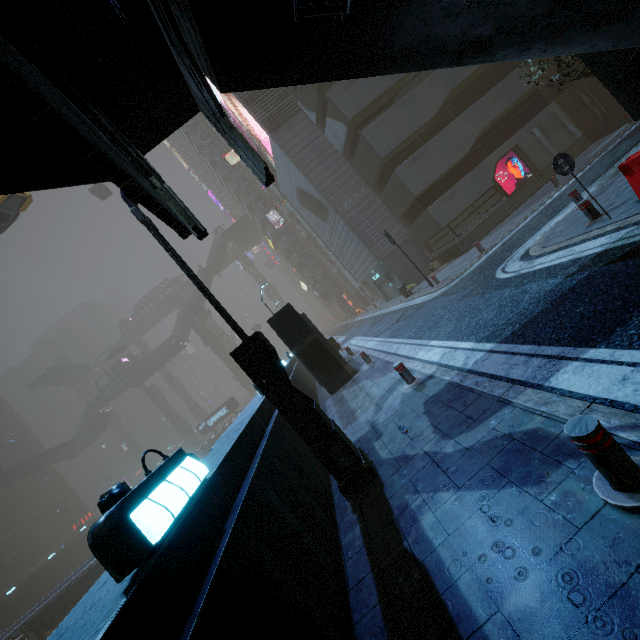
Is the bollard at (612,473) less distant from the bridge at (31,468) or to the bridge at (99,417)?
the bridge at (31,468)

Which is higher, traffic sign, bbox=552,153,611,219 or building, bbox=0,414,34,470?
building, bbox=0,414,34,470

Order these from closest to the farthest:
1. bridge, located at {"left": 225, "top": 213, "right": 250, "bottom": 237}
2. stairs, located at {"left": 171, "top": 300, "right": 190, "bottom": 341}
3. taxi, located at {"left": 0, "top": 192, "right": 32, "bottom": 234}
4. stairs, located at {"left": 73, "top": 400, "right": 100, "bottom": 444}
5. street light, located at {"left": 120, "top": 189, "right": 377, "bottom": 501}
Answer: street light, located at {"left": 120, "top": 189, "right": 377, "bottom": 501}, taxi, located at {"left": 0, "top": 192, "right": 32, "bottom": 234}, stairs, located at {"left": 73, "top": 400, "right": 100, "bottom": 444}, stairs, located at {"left": 171, "top": 300, "right": 190, "bottom": 341}, bridge, located at {"left": 225, "top": 213, "right": 250, "bottom": 237}

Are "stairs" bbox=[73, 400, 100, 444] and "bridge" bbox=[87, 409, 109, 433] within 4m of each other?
yes

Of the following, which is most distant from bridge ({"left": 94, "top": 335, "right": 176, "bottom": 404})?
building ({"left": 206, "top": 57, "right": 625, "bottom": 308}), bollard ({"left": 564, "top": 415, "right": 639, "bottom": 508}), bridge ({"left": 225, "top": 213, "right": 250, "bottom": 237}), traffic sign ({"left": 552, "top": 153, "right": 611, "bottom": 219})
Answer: bollard ({"left": 564, "top": 415, "right": 639, "bottom": 508})

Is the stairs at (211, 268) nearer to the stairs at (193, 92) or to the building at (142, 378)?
the building at (142, 378)

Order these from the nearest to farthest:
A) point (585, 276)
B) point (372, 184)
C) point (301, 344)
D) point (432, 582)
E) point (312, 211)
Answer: Result:
point (432, 582)
point (585, 276)
point (301, 344)
point (372, 184)
point (312, 211)

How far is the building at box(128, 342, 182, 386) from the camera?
58.8m
